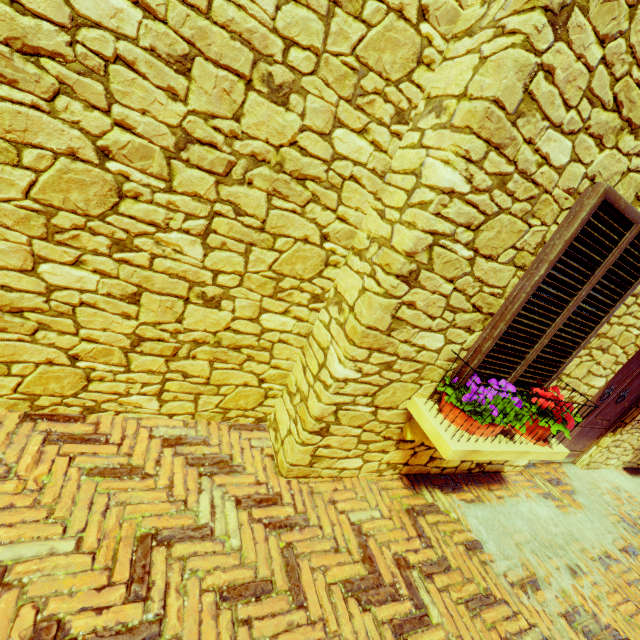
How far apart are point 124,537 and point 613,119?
3.5 meters

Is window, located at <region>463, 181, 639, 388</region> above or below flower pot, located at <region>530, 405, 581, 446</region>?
above

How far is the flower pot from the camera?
2.5m

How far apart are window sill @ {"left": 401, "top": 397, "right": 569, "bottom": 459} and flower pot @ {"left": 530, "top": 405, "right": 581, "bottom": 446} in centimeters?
3cm

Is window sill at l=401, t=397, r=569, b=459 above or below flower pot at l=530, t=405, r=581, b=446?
below

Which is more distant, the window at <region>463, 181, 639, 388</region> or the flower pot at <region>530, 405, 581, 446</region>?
the flower pot at <region>530, 405, 581, 446</region>

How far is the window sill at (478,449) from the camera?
2.14m

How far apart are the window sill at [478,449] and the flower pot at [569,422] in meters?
0.0 m
